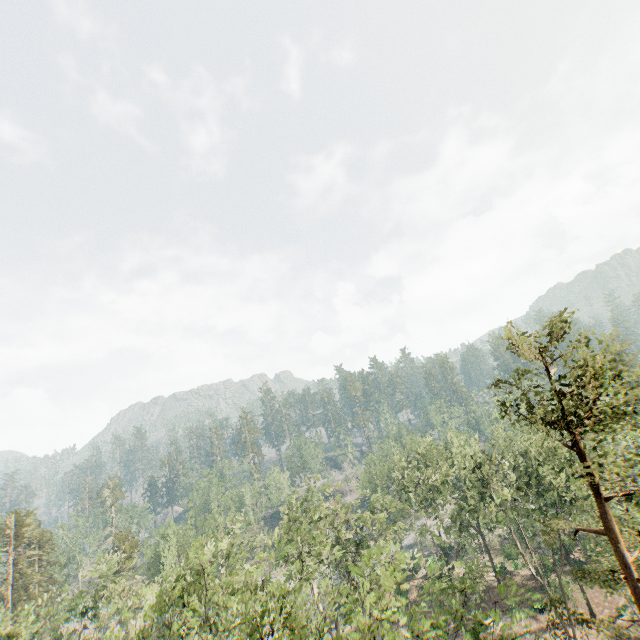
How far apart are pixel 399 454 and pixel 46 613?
39.1m
